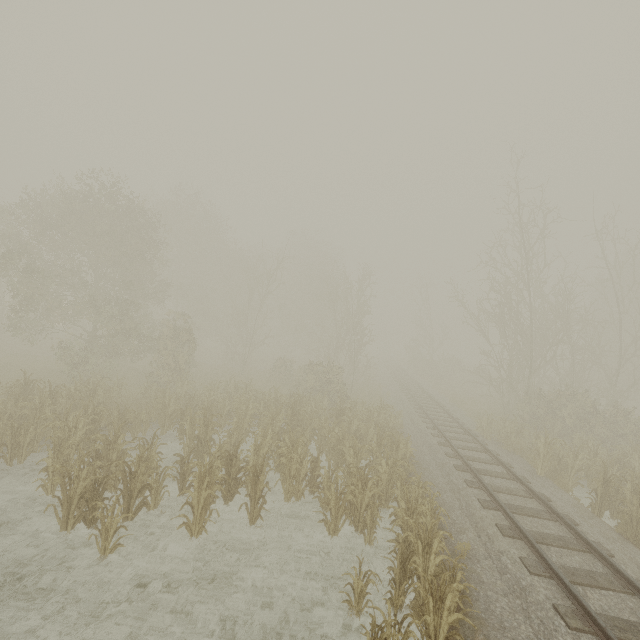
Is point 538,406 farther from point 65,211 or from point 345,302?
A: point 345,302
